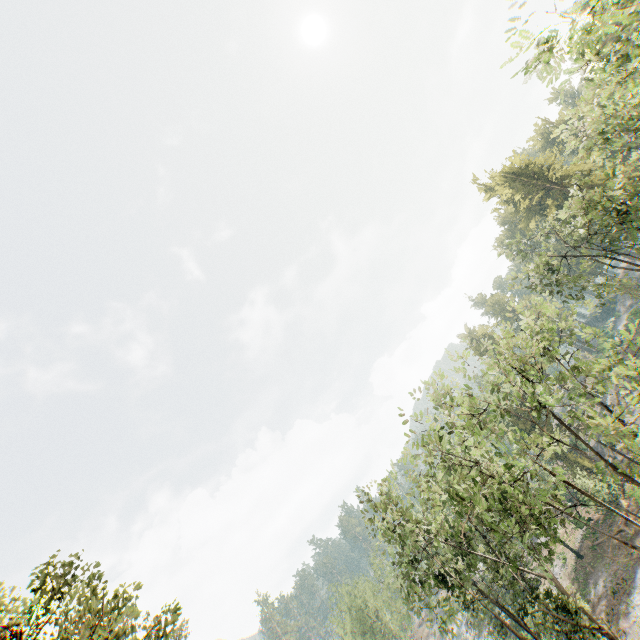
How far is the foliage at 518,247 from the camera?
30.9 meters

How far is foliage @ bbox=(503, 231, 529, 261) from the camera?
30.88m

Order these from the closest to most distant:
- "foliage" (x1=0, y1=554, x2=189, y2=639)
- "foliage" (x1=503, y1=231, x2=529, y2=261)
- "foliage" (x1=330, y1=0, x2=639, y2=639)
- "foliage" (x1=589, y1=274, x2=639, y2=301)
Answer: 1. "foliage" (x1=0, y1=554, x2=189, y2=639)
2. "foliage" (x1=330, y1=0, x2=639, y2=639)
3. "foliage" (x1=589, y1=274, x2=639, y2=301)
4. "foliage" (x1=503, y1=231, x2=529, y2=261)

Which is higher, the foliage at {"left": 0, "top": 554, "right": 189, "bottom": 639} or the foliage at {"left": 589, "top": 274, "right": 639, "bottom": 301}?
the foliage at {"left": 0, "top": 554, "right": 189, "bottom": 639}

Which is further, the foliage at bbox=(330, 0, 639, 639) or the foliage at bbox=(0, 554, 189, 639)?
the foliage at bbox=(330, 0, 639, 639)

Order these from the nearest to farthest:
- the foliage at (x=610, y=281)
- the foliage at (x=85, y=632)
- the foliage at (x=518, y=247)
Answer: the foliage at (x=85, y=632)
the foliage at (x=610, y=281)
the foliage at (x=518, y=247)

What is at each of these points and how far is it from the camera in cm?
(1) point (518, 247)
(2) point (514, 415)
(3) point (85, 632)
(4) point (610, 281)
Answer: (1) foliage, 3241
(2) foliage, 4366
(3) foliage, 1295
(4) foliage, 4538
